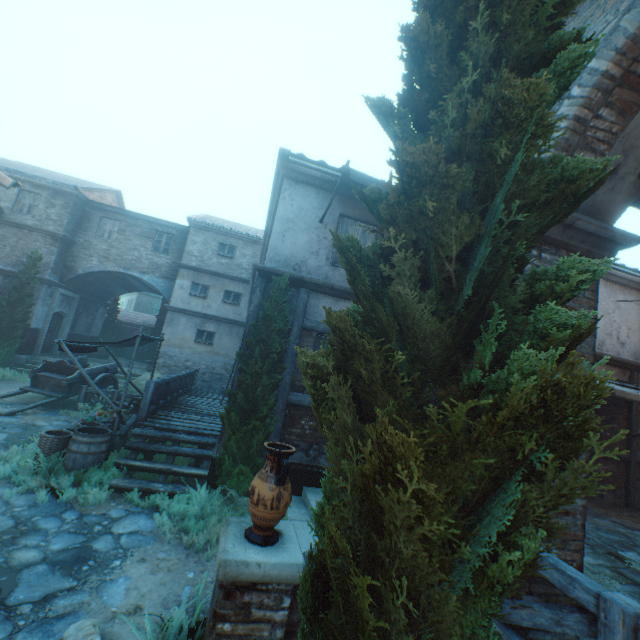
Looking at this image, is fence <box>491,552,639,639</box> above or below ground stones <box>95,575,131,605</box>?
above

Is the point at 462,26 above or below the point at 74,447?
above

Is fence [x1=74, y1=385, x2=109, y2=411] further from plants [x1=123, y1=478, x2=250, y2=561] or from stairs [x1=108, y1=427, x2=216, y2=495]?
plants [x1=123, y1=478, x2=250, y2=561]

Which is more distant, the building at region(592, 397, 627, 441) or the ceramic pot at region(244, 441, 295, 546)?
the building at region(592, 397, 627, 441)

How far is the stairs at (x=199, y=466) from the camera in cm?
615

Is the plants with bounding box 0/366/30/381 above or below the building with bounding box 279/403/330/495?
below

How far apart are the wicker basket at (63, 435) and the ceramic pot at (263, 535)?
5.56m

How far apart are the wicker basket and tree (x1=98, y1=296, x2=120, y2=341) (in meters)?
20.57
